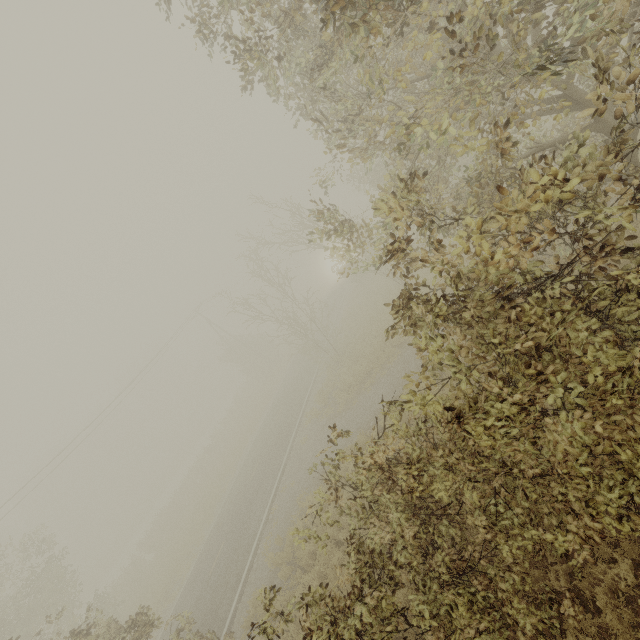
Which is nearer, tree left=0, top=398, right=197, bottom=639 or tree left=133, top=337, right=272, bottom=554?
tree left=0, top=398, right=197, bottom=639

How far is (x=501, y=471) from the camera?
4.7m

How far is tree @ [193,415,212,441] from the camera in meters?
56.7

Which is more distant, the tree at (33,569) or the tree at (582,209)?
the tree at (33,569)

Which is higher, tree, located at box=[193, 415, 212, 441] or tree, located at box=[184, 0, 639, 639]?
tree, located at box=[184, 0, 639, 639]
